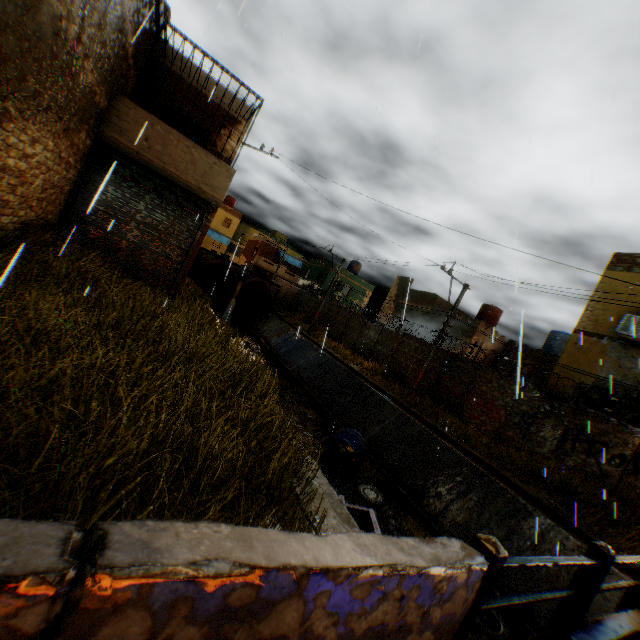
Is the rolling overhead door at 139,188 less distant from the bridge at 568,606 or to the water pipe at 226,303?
the bridge at 568,606

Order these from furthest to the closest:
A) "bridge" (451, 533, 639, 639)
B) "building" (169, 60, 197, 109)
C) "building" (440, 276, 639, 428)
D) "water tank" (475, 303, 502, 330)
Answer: "water tank" (475, 303, 502, 330), "building" (440, 276, 639, 428), "building" (169, 60, 197, 109), "bridge" (451, 533, 639, 639)

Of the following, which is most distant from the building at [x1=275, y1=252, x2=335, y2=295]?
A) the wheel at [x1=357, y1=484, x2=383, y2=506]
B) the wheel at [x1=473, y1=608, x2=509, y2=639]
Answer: the wheel at [x1=473, y1=608, x2=509, y2=639]

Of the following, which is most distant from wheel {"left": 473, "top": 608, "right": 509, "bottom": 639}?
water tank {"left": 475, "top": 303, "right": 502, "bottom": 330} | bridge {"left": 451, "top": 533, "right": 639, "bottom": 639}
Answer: water tank {"left": 475, "top": 303, "right": 502, "bottom": 330}

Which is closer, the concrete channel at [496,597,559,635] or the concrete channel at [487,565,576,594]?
the concrete channel at [496,597,559,635]

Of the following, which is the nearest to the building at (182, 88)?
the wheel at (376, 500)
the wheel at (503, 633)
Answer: the wheel at (376, 500)

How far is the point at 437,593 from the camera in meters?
1.9

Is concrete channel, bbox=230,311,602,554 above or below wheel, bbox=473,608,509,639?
above
